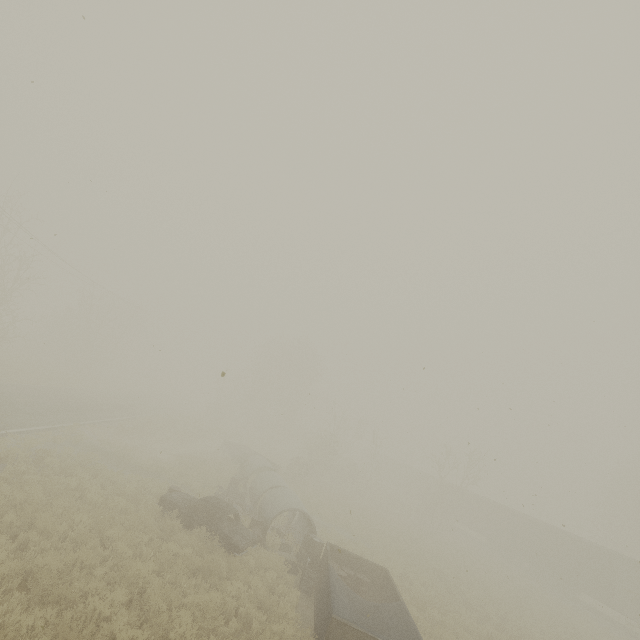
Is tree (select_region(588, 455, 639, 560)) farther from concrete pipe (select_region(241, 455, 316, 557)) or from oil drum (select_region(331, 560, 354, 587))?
oil drum (select_region(331, 560, 354, 587))

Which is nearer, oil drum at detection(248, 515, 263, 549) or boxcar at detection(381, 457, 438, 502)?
oil drum at detection(248, 515, 263, 549)

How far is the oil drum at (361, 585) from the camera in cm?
1291

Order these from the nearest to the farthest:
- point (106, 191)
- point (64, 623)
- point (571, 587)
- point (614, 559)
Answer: point (64, 623), point (106, 191), point (614, 559), point (571, 587)

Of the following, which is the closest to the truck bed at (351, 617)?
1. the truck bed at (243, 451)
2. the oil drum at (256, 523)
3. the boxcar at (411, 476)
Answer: the oil drum at (256, 523)

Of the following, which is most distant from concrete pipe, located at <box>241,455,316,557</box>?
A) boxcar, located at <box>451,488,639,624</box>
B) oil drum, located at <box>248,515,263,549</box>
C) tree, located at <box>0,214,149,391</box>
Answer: boxcar, located at <box>451,488,639,624</box>

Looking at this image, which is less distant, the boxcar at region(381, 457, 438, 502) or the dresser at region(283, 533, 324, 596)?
the dresser at region(283, 533, 324, 596)

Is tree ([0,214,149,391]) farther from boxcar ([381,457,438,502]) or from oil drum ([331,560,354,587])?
boxcar ([381,457,438,502])
